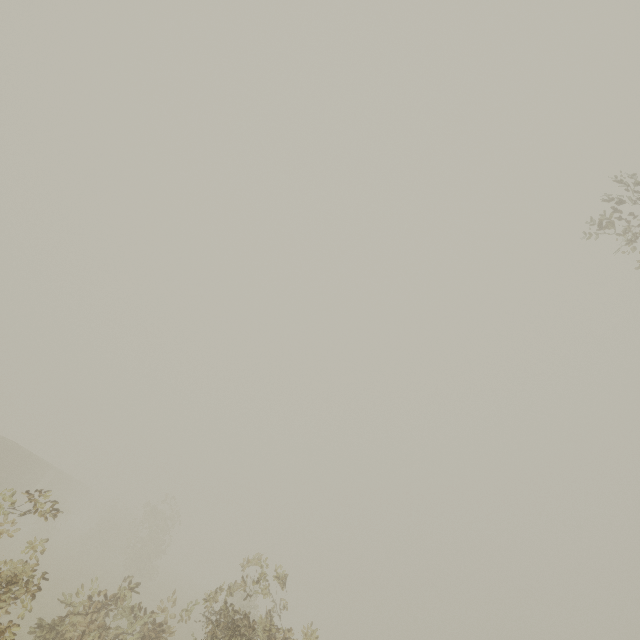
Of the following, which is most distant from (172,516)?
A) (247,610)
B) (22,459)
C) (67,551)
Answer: (22,459)
